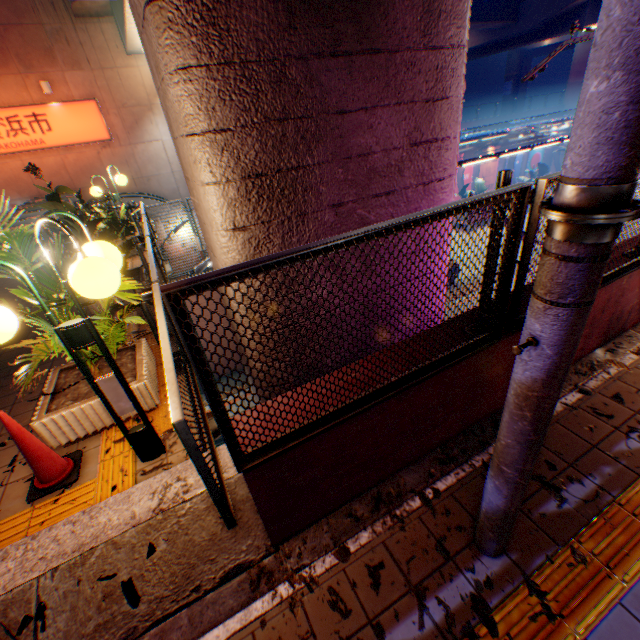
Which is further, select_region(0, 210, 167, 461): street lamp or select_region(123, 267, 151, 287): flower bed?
select_region(123, 267, 151, 287): flower bed

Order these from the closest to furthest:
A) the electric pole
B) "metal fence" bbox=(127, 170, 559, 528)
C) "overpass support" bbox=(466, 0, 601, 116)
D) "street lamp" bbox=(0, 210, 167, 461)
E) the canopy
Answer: the electric pole < "metal fence" bbox=(127, 170, 559, 528) < "street lamp" bbox=(0, 210, 167, 461) < the canopy < "overpass support" bbox=(466, 0, 601, 116)

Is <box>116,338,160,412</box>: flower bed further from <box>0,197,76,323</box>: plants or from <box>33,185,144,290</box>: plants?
<box>33,185,144,290</box>: plants

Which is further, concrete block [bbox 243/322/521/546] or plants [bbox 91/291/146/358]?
plants [bbox 91/291/146/358]

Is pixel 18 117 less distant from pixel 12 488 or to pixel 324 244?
pixel 12 488

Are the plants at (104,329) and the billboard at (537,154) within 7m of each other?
no

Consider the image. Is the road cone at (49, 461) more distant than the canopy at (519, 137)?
No

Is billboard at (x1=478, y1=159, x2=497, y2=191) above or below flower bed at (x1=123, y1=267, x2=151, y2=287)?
below
